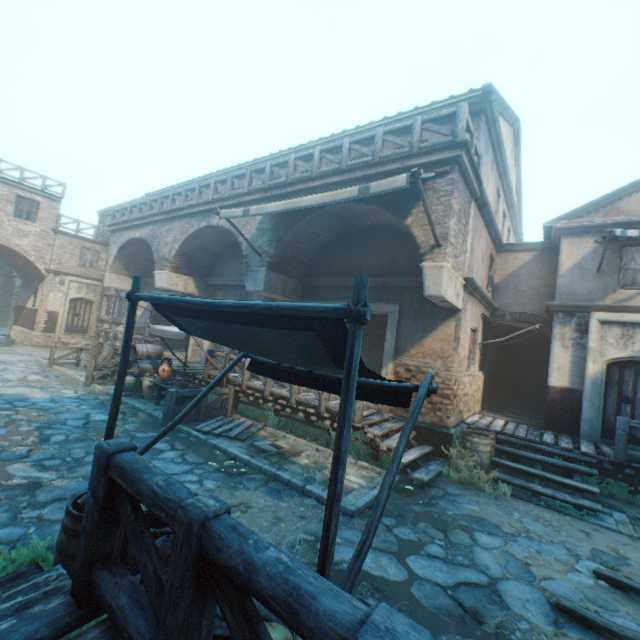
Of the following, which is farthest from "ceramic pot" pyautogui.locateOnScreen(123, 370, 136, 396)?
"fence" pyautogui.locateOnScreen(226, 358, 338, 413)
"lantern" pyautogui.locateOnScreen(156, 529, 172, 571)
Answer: "lantern" pyautogui.locateOnScreen(156, 529, 172, 571)

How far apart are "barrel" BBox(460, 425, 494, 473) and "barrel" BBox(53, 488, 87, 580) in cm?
729

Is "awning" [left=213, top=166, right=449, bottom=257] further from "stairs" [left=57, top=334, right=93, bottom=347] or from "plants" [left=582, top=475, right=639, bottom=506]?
"stairs" [left=57, top=334, right=93, bottom=347]

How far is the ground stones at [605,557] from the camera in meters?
5.0

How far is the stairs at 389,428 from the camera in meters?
7.3

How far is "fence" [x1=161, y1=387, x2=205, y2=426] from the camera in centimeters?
848cm

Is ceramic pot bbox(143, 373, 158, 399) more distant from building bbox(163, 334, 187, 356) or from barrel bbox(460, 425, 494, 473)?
barrel bbox(460, 425, 494, 473)

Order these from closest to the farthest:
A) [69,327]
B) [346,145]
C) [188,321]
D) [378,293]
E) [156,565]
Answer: [156,565]
[188,321]
[346,145]
[378,293]
[69,327]
